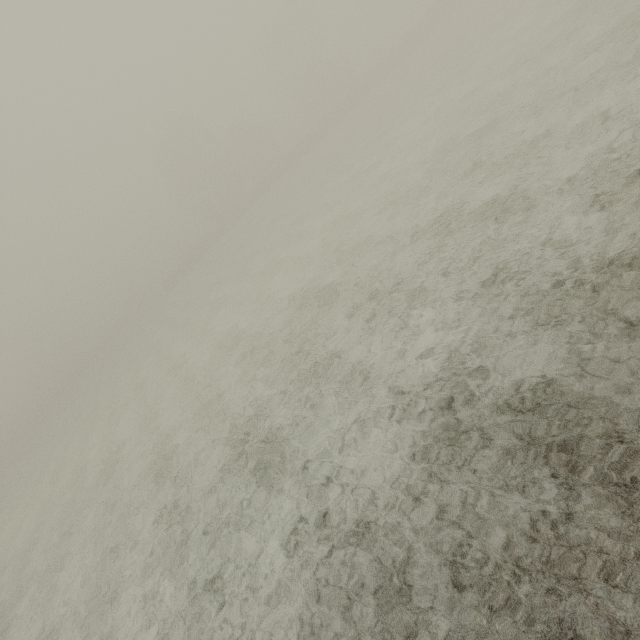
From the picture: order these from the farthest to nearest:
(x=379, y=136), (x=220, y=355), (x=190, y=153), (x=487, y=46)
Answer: (x=190, y=153) → (x=379, y=136) → (x=487, y=46) → (x=220, y=355)
